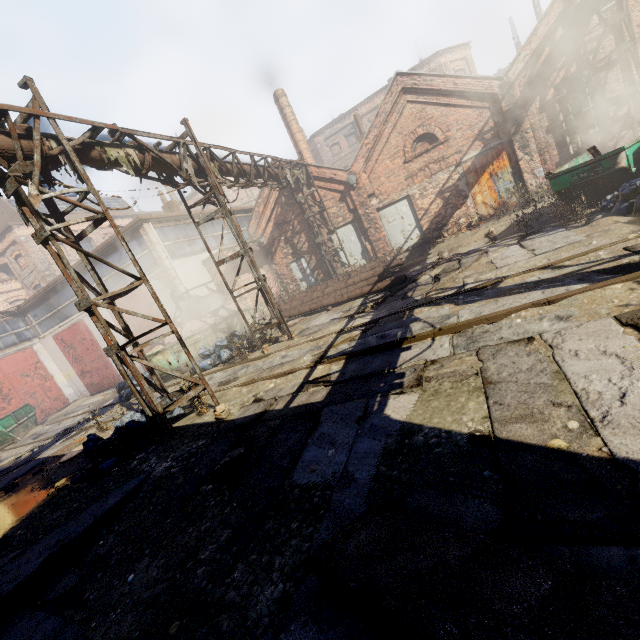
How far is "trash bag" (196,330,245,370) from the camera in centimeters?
1168cm

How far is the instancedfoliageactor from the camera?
5.8 meters

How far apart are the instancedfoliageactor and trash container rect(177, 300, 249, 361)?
7.23m

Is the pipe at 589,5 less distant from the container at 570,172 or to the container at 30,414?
the container at 570,172

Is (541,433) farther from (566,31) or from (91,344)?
(91,344)

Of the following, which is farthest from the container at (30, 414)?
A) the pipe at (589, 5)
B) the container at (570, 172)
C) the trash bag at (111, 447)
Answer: the container at (570, 172)

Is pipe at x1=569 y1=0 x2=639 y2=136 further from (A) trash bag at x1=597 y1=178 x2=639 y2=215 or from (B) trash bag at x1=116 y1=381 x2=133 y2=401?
(B) trash bag at x1=116 y1=381 x2=133 y2=401

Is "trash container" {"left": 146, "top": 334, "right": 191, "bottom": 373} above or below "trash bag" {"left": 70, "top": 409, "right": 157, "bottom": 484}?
above
